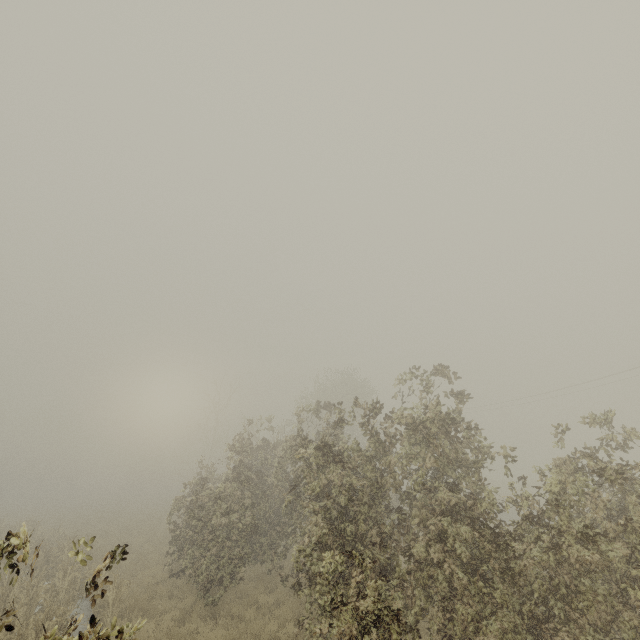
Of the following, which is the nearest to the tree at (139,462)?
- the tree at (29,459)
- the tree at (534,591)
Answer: the tree at (29,459)

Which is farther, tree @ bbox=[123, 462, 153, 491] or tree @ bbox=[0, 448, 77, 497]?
tree @ bbox=[123, 462, 153, 491]

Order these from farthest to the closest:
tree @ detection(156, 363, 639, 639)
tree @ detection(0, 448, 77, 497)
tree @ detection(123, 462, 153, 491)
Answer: tree @ detection(123, 462, 153, 491), tree @ detection(0, 448, 77, 497), tree @ detection(156, 363, 639, 639)

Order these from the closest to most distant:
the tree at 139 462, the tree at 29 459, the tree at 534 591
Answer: the tree at 534 591, the tree at 29 459, the tree at 139 462

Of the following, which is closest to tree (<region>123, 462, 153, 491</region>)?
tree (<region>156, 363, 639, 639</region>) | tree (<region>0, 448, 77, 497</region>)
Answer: tree (<region>0, 448, 77, 497</region>)

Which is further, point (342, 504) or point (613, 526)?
point (342, 504)

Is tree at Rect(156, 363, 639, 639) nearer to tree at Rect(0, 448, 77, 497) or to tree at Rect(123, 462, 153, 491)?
tree at Rect(123, 462, 153, 491)
